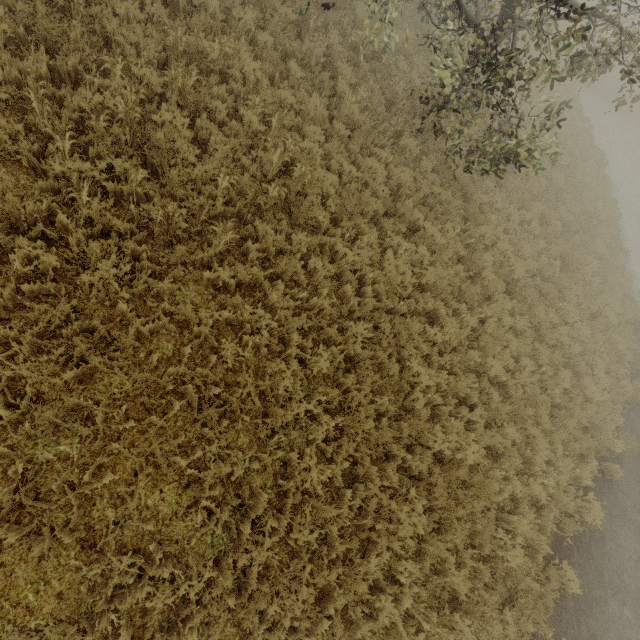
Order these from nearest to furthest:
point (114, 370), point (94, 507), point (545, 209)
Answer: point (94, 507) → point (114, 370) → point (545, 209)

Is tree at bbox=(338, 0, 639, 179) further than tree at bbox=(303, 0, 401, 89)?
No

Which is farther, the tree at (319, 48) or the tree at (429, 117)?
the tree at (319, 48)
